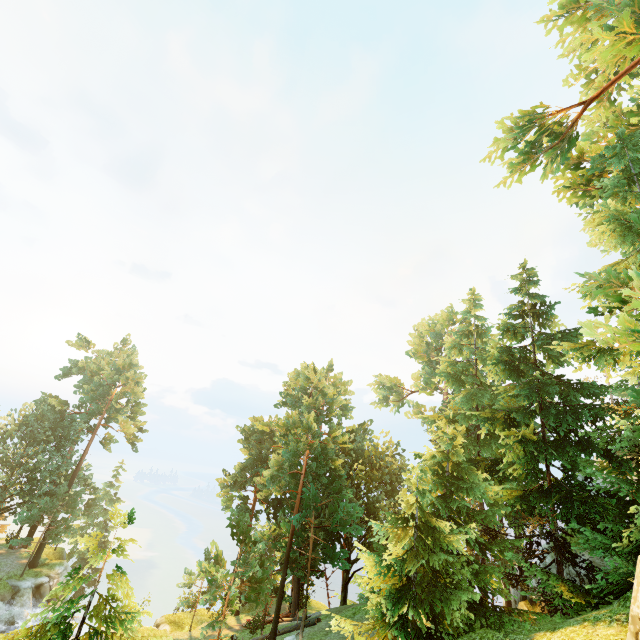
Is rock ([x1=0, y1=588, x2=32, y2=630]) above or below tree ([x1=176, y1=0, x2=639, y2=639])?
below

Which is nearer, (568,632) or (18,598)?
(568,632)

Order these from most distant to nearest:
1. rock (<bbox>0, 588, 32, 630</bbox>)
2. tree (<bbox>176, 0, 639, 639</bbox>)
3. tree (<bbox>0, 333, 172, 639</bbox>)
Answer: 1. rock (<bbox>0, 588, 32, 630</bbox>)
2. tree (<bbox>176, 0, 639, 639</bbox>)
3. tree (<bbox>0, 333, 172, 639</bbox>)

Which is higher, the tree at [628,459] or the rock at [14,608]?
the tree at [628,459]

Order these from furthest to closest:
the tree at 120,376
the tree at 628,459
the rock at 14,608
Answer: the rock at 14,608 → the tree at 628,459 → the tree at 120,376

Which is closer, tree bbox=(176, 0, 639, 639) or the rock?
tree bbox=(176, 0, 639, 639)

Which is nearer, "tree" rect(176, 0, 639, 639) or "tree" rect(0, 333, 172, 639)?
"tree" rect(0, 333, 172, 639)
